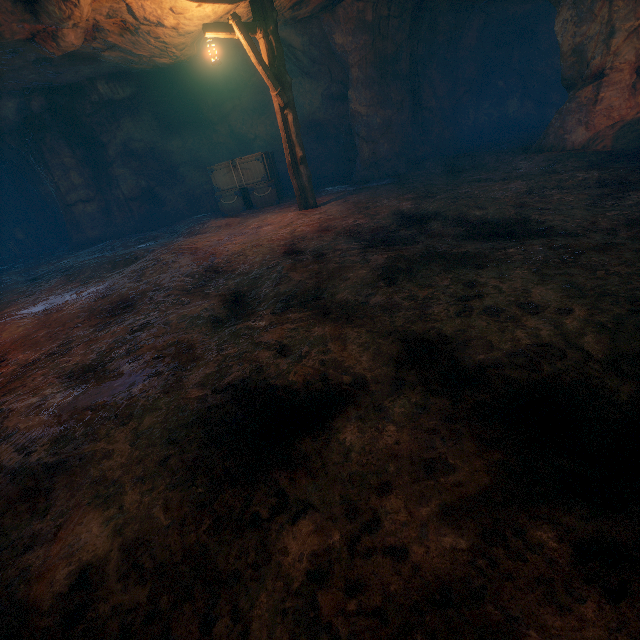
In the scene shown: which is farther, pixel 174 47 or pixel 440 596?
pixel 174 47

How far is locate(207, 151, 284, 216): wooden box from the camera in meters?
A: 11.1

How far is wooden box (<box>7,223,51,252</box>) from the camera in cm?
1734

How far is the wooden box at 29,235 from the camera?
17.3m

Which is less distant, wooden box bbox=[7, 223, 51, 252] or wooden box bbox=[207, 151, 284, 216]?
wooden box bbox=[207, 151, 284, 216]

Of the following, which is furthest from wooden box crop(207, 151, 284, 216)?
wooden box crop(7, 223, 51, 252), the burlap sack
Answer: wooden box crop(7, 223, 51, 252)

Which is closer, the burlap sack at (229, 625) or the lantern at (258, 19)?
the burlap sack at (229, 625)

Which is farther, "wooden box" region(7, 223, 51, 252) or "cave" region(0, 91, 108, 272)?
"wooden box" region(7, 223, 51, 252)
